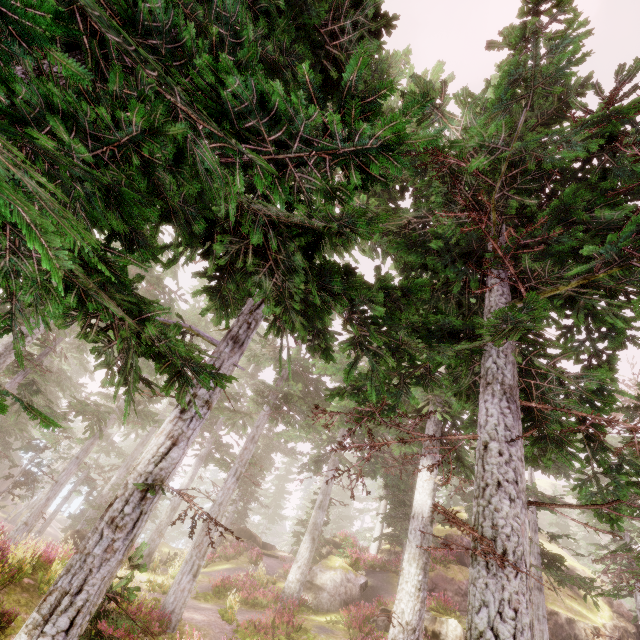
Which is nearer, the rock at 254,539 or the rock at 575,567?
Answer: the rock at 575,567

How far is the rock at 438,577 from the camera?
20.5m

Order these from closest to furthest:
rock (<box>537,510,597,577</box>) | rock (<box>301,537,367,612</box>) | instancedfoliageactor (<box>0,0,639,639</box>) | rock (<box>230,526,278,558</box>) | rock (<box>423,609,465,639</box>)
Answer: instancedfoliageactor (<box>0,0,639,639</box>)
rock (<box>423,609,465,639</box>)
rock (<box>301,537,367,612</box>)
rock (<box>537,510,597,577</box>)
rock (<box>230,526,278,558</box>)

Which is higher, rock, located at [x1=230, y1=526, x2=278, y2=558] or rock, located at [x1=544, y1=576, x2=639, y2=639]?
rock, located at [x1=544, y1=576, x2=639, y2=639]

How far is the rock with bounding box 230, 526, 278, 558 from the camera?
27.6 meters

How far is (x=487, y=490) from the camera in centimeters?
418cm

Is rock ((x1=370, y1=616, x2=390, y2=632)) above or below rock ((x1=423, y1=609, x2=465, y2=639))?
below
